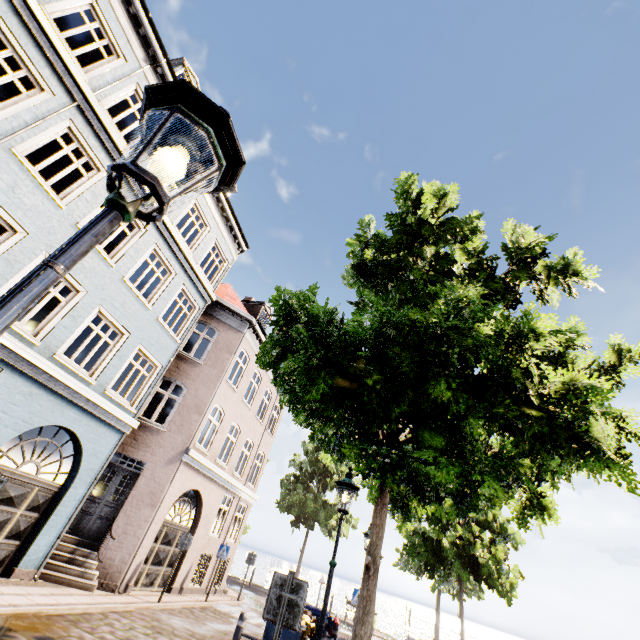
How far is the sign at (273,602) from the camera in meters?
3.9

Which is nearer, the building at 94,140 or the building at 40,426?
the building at 94,140

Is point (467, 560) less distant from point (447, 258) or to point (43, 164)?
point (447, 258)

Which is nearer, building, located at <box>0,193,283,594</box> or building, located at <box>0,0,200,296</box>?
building, located at <box>0,0,200,296</box>

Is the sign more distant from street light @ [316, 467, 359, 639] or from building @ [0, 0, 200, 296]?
building @ [0, 0, 200, 296]

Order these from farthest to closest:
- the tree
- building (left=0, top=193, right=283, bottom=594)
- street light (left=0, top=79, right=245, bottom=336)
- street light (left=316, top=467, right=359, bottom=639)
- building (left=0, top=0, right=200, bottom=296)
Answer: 1. building (left=0, top=193, right=283, bottom=594)
2. building (left=0, top=0, right=200, bottom=296)
3. street light (left=316, top=467, right=359, bottom=639)
4. the tree
5. street light (left=0, top=79, right=245, bottom=336)

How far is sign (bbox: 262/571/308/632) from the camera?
3.95m

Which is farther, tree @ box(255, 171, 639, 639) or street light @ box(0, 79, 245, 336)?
tree @ box(255, 171, 639, 639)
